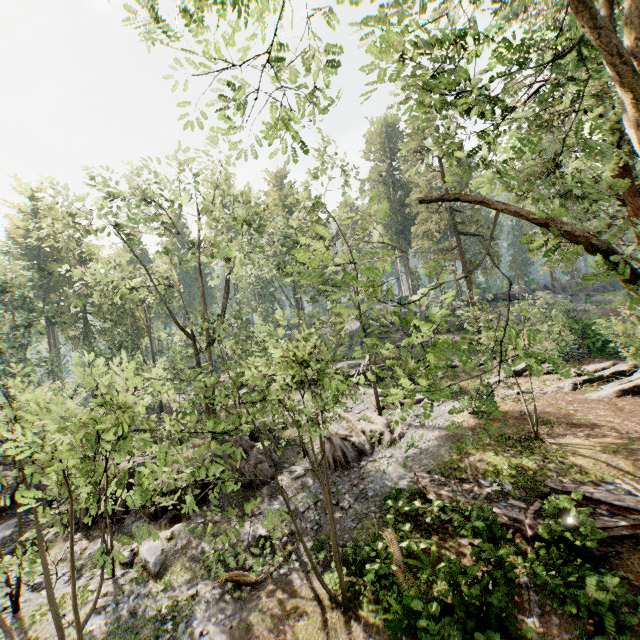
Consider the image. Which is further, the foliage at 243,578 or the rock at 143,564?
the rock at 143,564

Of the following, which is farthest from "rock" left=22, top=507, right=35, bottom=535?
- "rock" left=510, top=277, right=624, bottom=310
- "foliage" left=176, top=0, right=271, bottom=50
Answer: "rock" left=510, top=277, right=624, bottom=310

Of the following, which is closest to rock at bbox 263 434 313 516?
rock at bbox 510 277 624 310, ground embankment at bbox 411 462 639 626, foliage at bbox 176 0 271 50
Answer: foliage at bbox 176 0 271 50

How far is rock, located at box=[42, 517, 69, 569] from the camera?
15.01m

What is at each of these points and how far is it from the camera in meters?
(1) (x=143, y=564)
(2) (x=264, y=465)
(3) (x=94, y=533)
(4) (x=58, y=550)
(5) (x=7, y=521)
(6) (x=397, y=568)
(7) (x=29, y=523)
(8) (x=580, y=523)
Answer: (1) rock, 13.3 m
(2) rock, 17.0 m
(3) rock, 15.7 m
(4) rock, 15.5 m
(5) rock, 17.3 m
(6) foliage, 10.8 m
(7) rock, 17.1 m
(8) ground embankment, 9.7 m

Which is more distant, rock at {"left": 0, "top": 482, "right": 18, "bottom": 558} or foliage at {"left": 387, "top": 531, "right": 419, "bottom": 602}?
rock at {"left": 0, "top": 482, "right": 18, "bottom": 558}

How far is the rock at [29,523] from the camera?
16.77m
